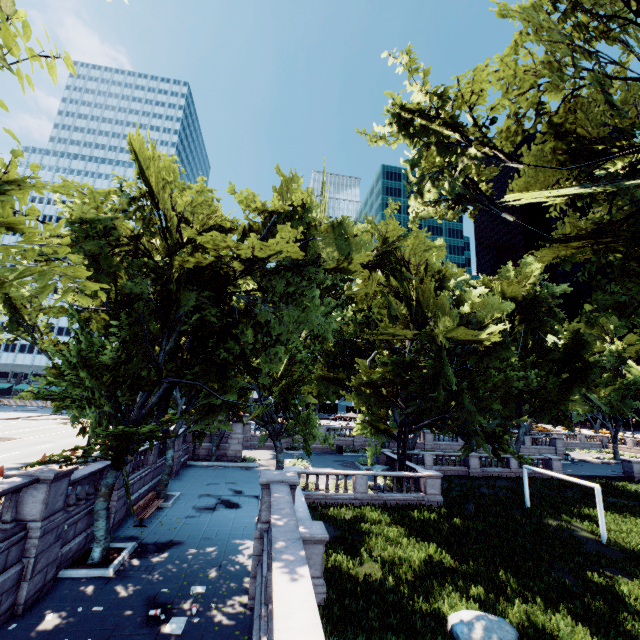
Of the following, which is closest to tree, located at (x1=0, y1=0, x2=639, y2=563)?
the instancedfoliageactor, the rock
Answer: the instancedfoliageactor

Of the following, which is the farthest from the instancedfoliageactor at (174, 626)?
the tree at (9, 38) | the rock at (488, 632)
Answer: the rock at (488, 632)

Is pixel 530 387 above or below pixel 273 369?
above

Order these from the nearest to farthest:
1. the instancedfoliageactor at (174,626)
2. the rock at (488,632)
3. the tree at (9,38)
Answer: the tree at (9,38)
the instancedfoliageactor at (174,626)
the rock at (488,632)

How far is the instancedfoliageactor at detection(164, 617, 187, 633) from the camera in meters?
9.1 m

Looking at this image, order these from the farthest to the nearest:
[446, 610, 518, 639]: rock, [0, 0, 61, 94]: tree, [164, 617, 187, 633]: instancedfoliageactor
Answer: [446, 610, 518, 639]: rock
[164, 617, 187, 633]: instancedfoliageactor
[0, 0, 61, 94]: tree
